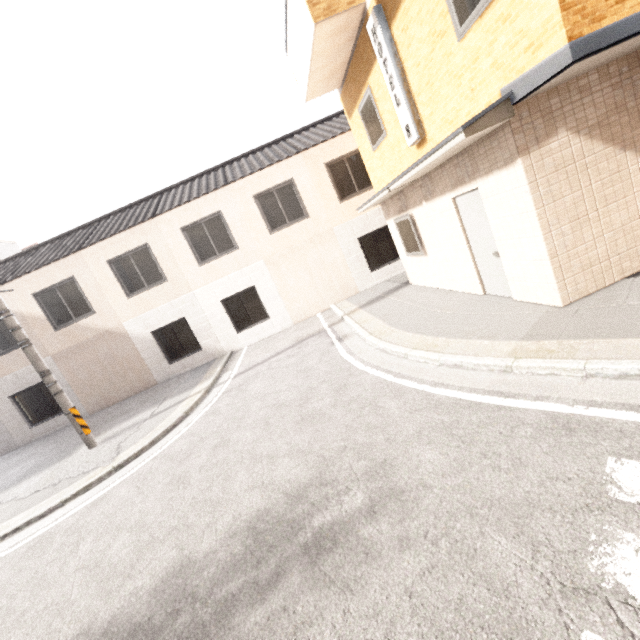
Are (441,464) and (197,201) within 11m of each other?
no

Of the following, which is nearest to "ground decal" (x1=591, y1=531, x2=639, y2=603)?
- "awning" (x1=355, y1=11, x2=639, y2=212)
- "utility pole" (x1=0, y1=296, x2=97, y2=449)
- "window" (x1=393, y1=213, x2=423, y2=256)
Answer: "awning" (x1=355, y1=11, x2=639, y2=212)

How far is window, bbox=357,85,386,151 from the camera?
7.6m

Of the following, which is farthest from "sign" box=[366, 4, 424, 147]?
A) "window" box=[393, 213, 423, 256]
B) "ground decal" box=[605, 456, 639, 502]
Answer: "ground decal" box=[605, 456, 639, 502]

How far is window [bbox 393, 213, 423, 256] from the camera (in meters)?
8.39

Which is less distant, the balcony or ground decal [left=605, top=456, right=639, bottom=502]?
ground decal [left=605, top=456, right=639, bottom=502]

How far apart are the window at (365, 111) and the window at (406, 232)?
1.8m

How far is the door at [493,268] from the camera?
5.7m
